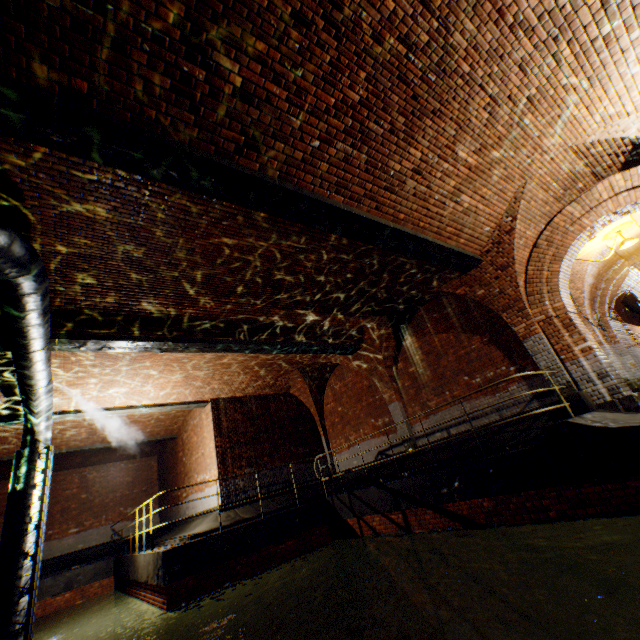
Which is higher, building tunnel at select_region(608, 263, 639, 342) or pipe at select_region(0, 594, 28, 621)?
building tunnel at select_region(608, 263, 639, 342)

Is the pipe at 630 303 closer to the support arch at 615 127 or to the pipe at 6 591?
the support arch at 615 127

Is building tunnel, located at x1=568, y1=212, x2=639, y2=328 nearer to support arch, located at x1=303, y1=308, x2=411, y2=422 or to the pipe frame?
support arch, located at x1=303, y1=308, x2=411, y2=422

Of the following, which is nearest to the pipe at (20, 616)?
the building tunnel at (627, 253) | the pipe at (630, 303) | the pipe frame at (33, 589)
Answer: the pipe frame at (33, 589)

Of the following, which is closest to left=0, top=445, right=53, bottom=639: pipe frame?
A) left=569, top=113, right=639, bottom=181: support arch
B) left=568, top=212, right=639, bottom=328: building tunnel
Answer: left=569, top=113, right=639, bottom=181: support arch

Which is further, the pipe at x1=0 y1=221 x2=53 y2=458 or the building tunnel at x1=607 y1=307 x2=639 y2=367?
the building tunnel at x1=607 y1=307 x2=639 y2=367

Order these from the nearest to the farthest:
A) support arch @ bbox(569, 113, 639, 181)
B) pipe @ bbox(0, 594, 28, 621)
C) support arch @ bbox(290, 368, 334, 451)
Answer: support arch @ bbox(569, 113, 639, 181)
pipe @ bbox(0, 594, 28, 621)
support arch @ bbox(290, 368, 334, 451)

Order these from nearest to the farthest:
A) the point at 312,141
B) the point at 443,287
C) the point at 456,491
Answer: the point at 312,141, the point at 456,491, the point at 443,287
